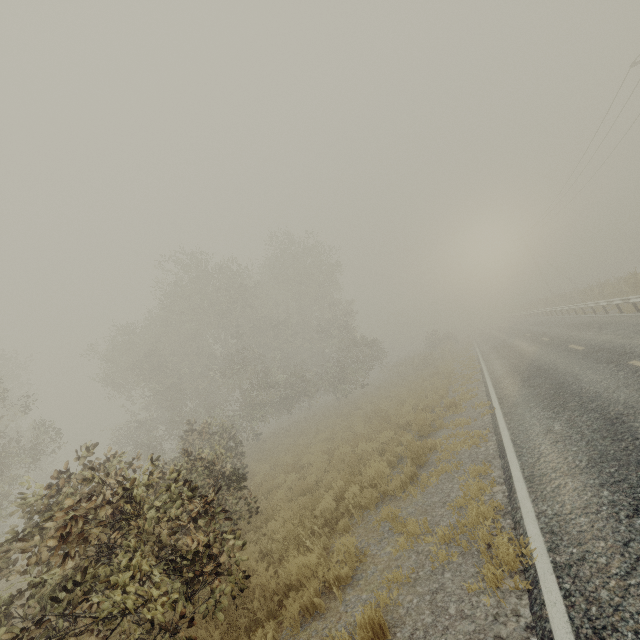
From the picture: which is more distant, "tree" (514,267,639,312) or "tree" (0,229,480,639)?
"tree" (514,267,639,312)

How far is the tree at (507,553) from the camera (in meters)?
3.90

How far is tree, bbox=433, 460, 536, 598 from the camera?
3.90m

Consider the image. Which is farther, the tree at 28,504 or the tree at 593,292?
the tree at 593,292

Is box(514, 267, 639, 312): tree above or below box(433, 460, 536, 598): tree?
above

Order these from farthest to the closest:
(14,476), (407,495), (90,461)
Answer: (14,476), (407,495), (90,461)

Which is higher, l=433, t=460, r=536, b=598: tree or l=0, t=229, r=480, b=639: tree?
l=0, t=229, r=480, b=639: tree
